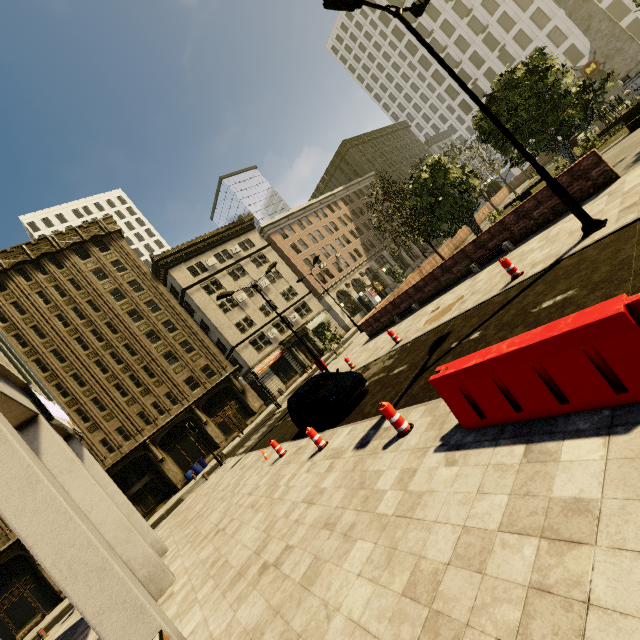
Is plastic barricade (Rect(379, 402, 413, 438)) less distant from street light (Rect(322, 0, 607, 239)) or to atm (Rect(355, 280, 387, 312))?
street light (Rect(322, 0, 607, 239))

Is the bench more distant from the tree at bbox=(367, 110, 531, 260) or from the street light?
the street light

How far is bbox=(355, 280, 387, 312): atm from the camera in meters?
48.3 m

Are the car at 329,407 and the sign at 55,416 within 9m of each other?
yes

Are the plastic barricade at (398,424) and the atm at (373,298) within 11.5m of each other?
no

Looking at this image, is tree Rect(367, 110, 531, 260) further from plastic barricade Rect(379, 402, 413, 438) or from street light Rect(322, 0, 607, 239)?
plastic barricade Rect(379, 402, 413, 438)

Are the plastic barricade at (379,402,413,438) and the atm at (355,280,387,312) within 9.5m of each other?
no

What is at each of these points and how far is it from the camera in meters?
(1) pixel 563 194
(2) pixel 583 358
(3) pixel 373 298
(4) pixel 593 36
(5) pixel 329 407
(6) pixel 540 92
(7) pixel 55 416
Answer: (1) street light, 7.9 m
(2) cement barricade, 3.3 m
(3) atm, 49.3 m
(4) obelisk, 19.9 m
(5) car, 10.4 m
(6) tree, 13.0 m
(7) sign, 9.8 m
